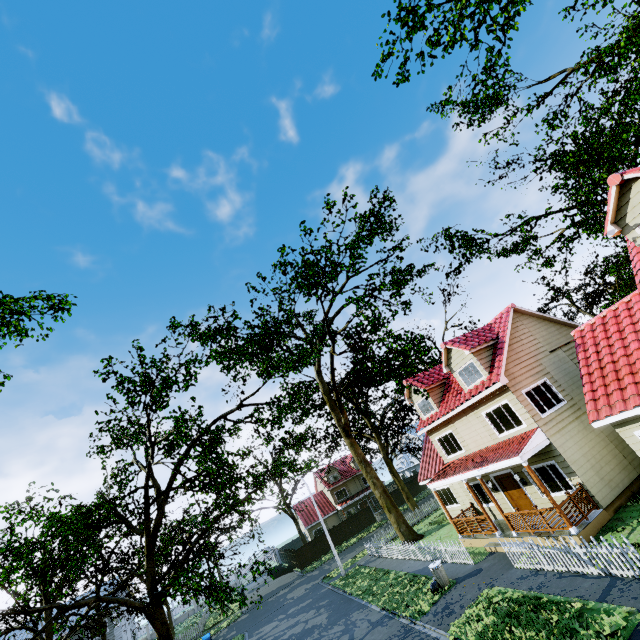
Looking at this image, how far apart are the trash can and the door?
4.9m

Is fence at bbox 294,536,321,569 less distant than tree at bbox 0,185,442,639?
No

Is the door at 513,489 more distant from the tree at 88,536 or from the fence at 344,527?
the tree at 88,536

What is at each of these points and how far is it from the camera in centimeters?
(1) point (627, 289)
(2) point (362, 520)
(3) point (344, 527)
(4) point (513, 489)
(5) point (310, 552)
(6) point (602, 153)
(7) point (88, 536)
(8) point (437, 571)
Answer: (1) tree, 2358cm
(2) fence, 4334cm
(3) fence, 4244cm
(4) door, 1656cm
(5) fence, 4012cm
(6) tree, 2145cm
(7) tree, 1227cm
(8) trash can, 1487cm

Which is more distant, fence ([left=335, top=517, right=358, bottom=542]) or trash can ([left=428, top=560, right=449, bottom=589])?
fence ([left=335, top=517, right=358, bottom=542])

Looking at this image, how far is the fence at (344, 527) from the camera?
41.8 meters

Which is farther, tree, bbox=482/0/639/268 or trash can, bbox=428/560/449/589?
tree, bbox=482/0/639/268

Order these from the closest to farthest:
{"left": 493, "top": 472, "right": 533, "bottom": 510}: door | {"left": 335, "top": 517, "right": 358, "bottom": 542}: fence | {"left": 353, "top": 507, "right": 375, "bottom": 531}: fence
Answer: {"left": 493, "top": 472, "right": 533, "bottom": 510}: door, {"left": 335, "top": 517, "right": 358, "bottom": 542}: fence, {"left": 353, "top": 507, "right": 375, "bottom": 531}: fence
